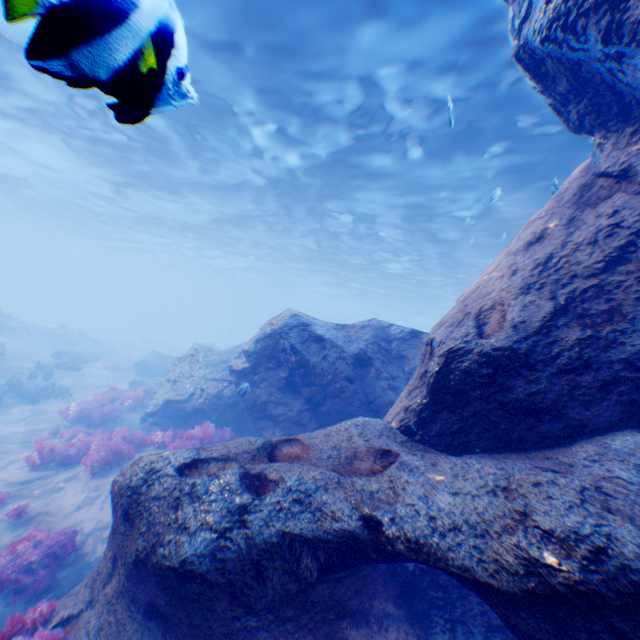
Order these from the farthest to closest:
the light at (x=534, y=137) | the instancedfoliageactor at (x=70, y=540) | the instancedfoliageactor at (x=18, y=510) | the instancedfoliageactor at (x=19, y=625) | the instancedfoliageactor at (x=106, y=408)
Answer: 1. the instancedfoliageactor at (x=106, y=408)
2. the instancedfoliageactor at (x=18, y=510)
3. the instancedfoliageactor at (x=70, y=540)
4. the instancedfoliageactor at (x=19, y=625)
5. the light at (x=534, y=137)

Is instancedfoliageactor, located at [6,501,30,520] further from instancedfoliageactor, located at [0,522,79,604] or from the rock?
the rock

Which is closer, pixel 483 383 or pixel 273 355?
pixel 483 383

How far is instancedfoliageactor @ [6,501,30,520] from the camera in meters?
6.2

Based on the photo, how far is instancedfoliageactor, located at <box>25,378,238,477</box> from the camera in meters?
8.0

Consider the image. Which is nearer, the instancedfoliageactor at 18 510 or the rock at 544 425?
the rock at 544 425

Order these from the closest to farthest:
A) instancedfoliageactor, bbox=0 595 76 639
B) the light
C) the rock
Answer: the light < the rock < instancedfoliageactor, bbox=0 595 76 639

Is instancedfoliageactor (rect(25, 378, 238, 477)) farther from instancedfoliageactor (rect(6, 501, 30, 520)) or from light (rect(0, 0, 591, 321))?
light (rect(0, 0, 591, 321))
